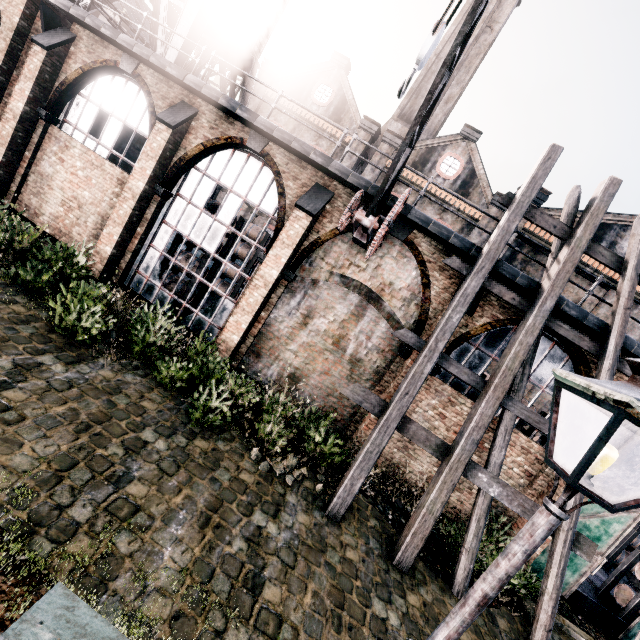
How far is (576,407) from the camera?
10.5m

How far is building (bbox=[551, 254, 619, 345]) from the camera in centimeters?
938cm

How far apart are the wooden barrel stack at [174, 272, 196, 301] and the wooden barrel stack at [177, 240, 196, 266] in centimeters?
74cm

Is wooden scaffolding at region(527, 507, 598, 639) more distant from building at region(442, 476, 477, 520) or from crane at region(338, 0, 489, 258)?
crane at region(338, 0, 489, 258)

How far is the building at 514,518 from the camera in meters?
10.6

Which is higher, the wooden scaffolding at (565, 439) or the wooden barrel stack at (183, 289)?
the wooden scaffolding at (565, 439)

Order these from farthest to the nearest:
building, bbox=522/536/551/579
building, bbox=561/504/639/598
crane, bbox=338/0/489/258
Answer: building, bbox=561/504/639/598 < building, bbox=522/536/551/579 < crane, bbox=338/0/489/258

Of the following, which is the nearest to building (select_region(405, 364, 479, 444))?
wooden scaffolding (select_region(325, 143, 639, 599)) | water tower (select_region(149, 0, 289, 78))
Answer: wooden scaffolding (select_region(325, 143, 639, 599))
